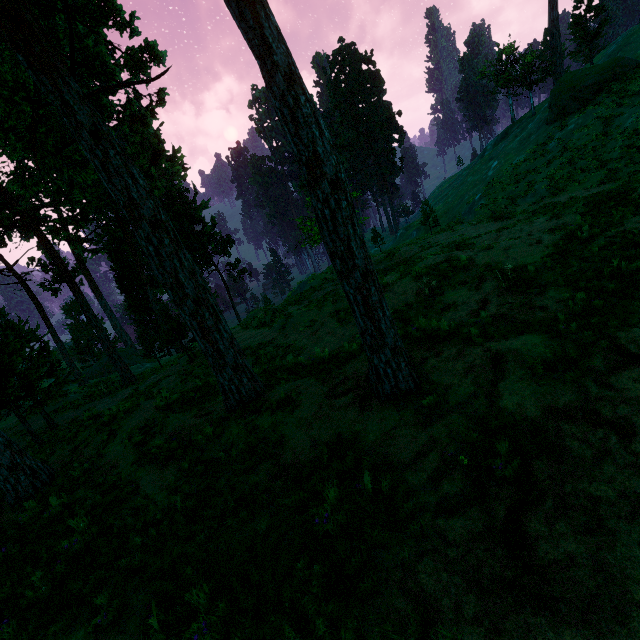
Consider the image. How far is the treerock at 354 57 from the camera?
56.8 meters

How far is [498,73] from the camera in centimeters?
4422cm

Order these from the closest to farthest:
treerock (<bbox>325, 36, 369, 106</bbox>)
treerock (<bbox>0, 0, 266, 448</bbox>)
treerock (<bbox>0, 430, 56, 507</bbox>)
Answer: treerock (<bbox>0, 0, 266, 448</bbox>) → treerock (<bbox>0, 430, 56, 507</bbox>) → treerock (<bbox>325, 36, 369, 106</bbox>)

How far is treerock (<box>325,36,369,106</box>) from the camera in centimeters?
5676cm

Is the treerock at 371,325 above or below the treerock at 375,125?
below

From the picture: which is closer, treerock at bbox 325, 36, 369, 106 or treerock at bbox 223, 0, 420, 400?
treerock at bbox 223, 0, 420, 400
